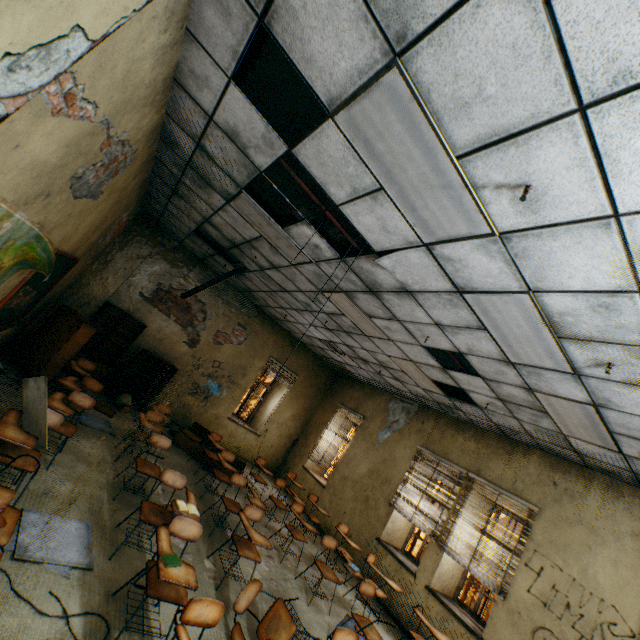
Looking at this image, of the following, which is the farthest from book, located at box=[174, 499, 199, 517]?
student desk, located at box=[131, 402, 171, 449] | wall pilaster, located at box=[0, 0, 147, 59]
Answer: wall pilaster, located at box=[0, 0, 147, 59]

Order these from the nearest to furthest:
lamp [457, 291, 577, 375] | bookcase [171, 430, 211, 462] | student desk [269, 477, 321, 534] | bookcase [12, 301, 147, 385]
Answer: lamp [457, 291, 577, 375], student desk [269, 477, 321, 534], bookcase [12, 301, 147, 385], bookcase [171, 430, 211, 462]

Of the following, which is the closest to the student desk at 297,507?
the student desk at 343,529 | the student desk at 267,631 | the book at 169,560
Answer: the student desk at 343,529

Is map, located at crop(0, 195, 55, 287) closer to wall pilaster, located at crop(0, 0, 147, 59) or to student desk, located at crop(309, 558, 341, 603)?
wall pilaster, located at crop(0, 0, 147, 59)

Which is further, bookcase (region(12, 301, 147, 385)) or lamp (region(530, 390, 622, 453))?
bookcase (region(12, 301, 147, 385))

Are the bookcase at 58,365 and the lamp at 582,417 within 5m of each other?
no

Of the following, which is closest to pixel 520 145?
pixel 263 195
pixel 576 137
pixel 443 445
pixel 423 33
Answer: pixel 576 137

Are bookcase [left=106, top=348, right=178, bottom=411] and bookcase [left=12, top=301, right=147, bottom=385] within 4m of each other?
yes
